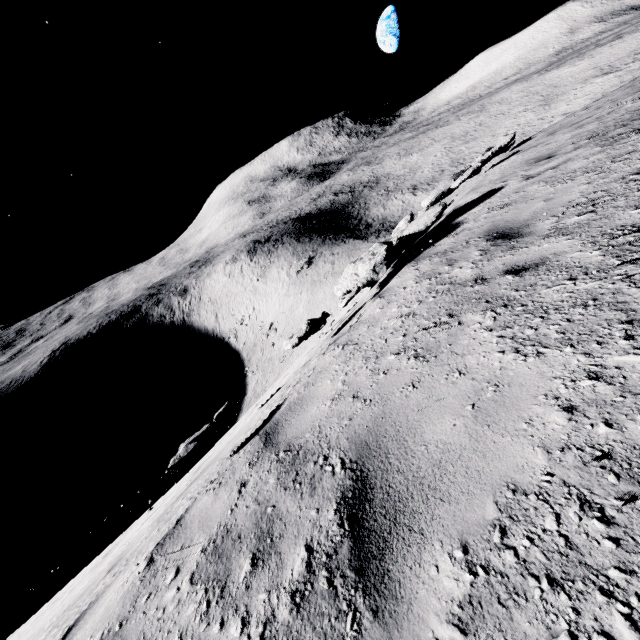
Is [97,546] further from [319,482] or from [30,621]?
[319,482]

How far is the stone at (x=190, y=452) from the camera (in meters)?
3.59

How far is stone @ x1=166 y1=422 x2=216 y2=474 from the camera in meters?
3.6 m
